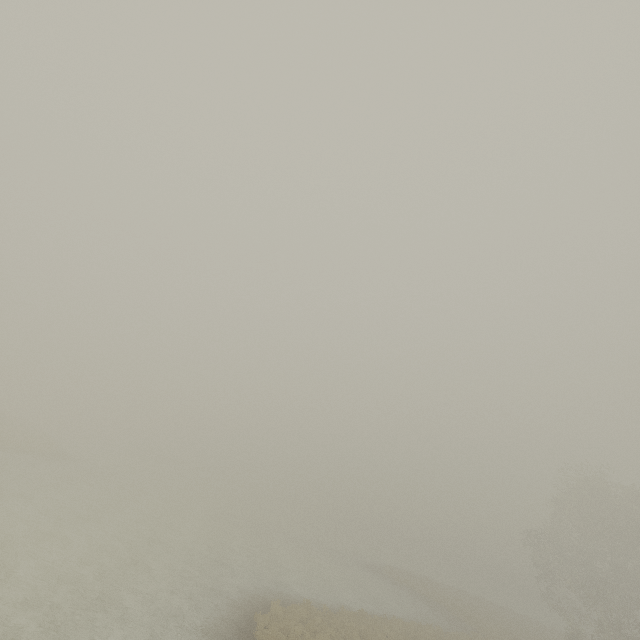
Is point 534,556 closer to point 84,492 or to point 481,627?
point 481,627
